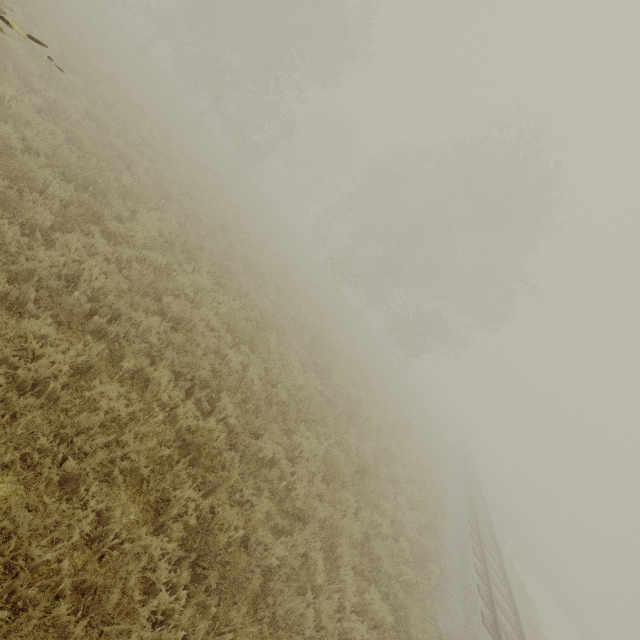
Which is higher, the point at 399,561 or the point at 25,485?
the point at 399,561
